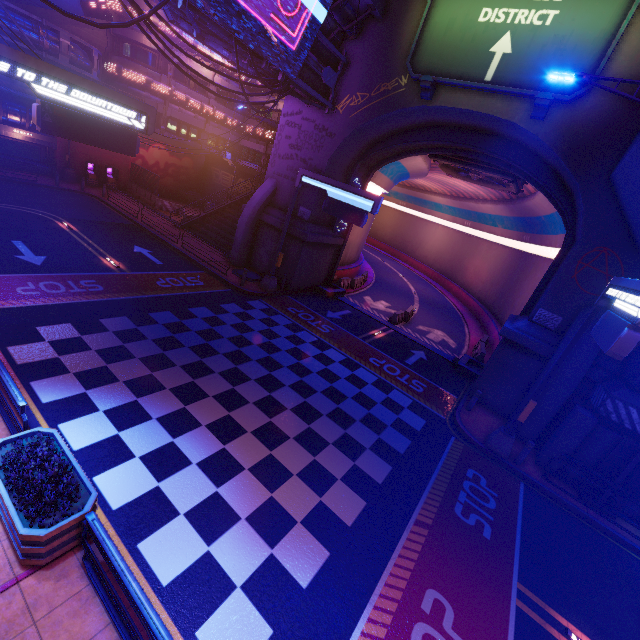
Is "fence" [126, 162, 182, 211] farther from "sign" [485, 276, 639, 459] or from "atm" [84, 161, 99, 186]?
"sign" [485, 276, 639, 459]

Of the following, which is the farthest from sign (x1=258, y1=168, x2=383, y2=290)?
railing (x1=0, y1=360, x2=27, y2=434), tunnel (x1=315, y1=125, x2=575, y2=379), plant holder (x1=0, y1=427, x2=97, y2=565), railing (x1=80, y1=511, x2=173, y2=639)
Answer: railing (x1=80, y1=511, x2=173, y2=639)

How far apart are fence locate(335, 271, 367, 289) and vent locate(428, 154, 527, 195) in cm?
1009

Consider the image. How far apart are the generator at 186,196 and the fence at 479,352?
32.4 meters

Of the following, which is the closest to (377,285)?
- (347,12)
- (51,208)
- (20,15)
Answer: (347,12)

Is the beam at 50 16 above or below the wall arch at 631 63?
below

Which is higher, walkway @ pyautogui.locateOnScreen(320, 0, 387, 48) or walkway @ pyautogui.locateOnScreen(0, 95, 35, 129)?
walkway @ pyautogui.locateOnScreen(320, 0, 387, 48)

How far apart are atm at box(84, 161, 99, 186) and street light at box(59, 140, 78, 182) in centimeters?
46cm
